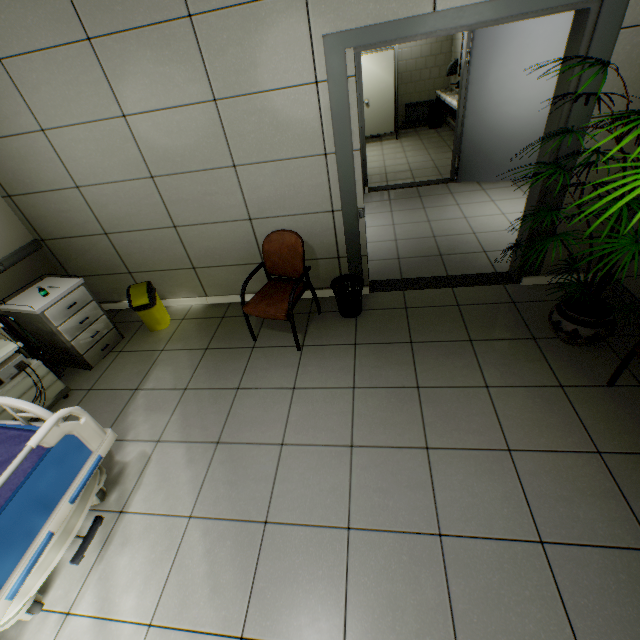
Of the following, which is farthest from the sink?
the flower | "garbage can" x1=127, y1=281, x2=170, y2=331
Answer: "garbage can" x1=127, y1=281, x2=170, y2=331

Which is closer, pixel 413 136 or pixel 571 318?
pixel 571 318

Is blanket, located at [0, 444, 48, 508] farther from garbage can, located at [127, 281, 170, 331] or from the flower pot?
the flower pot

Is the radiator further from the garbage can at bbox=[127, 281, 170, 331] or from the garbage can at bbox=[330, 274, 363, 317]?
the garbage can at bbox=[127, 281, 170, 331]

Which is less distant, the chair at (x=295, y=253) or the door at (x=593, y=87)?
the door at (x=593, y=87)

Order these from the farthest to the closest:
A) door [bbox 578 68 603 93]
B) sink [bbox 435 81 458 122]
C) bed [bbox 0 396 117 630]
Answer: sink [bbox 435 81 458 122]
door [bbox 578 68 603 93]
bed [bbox 0 396 117 630]

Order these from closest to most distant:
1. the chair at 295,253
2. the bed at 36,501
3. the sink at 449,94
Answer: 1. the bed at 36,501
2. the chair at 295,253
3. the sink at 449,94

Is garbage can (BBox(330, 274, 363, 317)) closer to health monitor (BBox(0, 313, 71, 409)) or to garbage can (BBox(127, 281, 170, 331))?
garbage can (BBox(127, 281, 170, 331))
